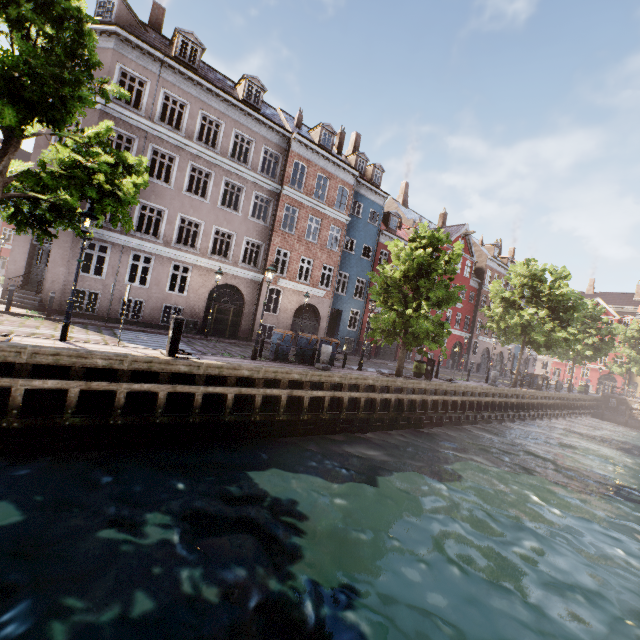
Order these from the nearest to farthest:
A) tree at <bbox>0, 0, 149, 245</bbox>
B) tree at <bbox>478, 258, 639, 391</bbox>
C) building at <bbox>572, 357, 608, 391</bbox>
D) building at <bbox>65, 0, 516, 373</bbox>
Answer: tree at <bbox>0, 0, 149, 245</bbox> → building at <bbox>65, 0, 516, 373</bbox> → tree at <bbox>478, 258, 639, 391</bbox> → building at <bbox>572, 357, 608, 391</bbox>

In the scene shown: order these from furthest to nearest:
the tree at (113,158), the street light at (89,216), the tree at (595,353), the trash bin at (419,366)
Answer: the tree at (595,353), the trash bin at (419,366), the street light at (89,216), the tree at (113,158)

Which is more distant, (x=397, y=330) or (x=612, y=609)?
(x=397, y=330)

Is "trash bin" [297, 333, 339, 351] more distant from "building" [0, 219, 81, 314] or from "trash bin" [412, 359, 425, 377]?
"trash bin" [412, 359, 425, 377]

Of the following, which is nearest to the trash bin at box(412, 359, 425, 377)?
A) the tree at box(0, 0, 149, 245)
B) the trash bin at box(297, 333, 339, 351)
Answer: the tree at box(0, 0, 149, 245)

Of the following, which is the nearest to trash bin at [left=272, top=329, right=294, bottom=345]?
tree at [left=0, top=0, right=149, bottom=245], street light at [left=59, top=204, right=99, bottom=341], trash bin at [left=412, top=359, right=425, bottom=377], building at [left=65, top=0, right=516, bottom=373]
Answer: street light at [left=59, top=204, right=99, bottom=341]

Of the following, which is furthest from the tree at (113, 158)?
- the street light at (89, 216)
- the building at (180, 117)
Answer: the building at (180, 117)

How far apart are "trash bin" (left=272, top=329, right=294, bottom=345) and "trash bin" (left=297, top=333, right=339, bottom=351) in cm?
54
